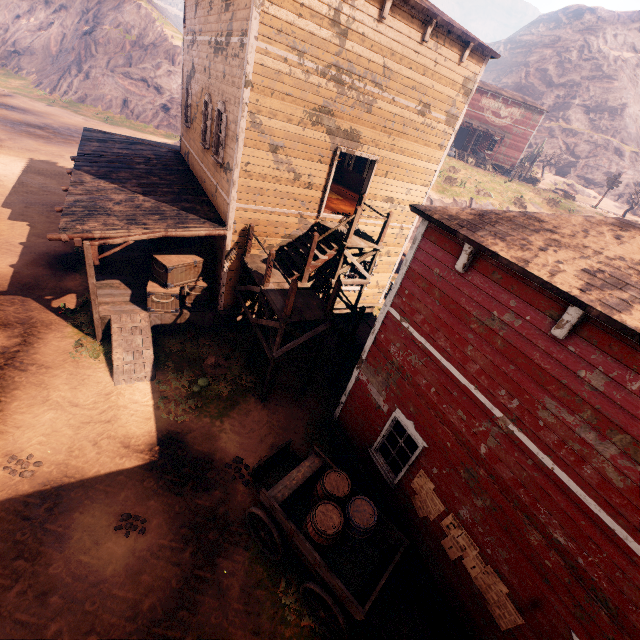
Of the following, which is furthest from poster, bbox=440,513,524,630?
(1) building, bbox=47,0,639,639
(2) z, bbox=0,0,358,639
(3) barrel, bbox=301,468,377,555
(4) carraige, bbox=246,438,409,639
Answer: (2) z, bbox=0,0,358,639

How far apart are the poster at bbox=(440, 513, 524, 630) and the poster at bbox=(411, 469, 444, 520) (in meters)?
0.09

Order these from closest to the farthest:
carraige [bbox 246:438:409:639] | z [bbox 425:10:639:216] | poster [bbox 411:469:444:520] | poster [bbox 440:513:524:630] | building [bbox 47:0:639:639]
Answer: building [bbox 47:0:639:639], poster [bbox 440:513:524:630], carraige [bbox 246:438:409:639], poster [bbox 411:469:444:520], z [bbox 425:10:639:216]

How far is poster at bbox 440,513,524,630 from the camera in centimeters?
514cm

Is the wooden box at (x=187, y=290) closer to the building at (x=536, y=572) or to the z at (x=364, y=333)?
the building at (x=536, y=572)

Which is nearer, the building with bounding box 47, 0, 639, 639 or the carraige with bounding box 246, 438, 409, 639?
the building with bounding box 47, 0, 639, 639

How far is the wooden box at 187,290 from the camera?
10.7 meters

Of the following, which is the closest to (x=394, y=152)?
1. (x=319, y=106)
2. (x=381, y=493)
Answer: (x=319, y=106)
